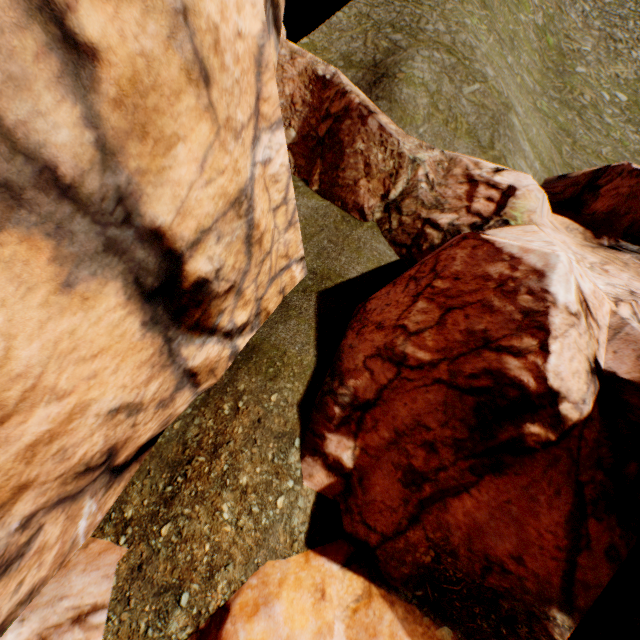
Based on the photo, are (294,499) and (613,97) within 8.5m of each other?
no
